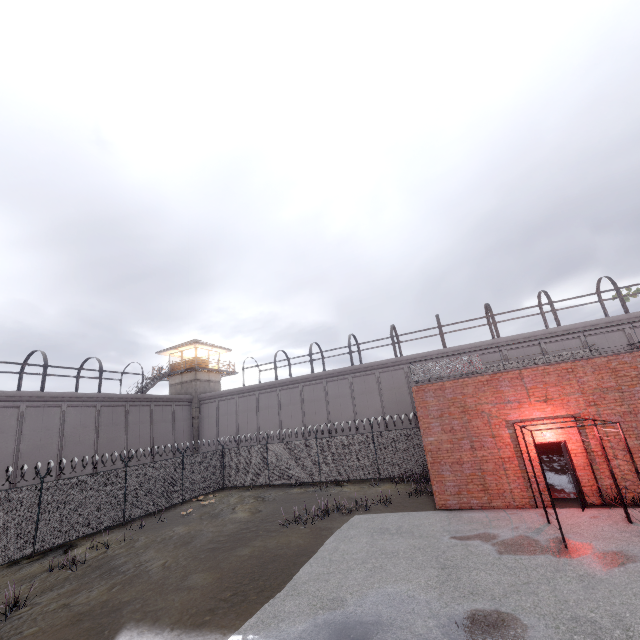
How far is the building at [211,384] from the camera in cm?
3406

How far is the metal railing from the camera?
13.7 meters

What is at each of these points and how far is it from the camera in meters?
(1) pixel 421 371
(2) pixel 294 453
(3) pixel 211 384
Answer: (1) metal railing, 14.5
(2) fence, 22.4
(3) building, 37.3

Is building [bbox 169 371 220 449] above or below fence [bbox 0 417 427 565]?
above

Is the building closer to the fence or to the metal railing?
the fence

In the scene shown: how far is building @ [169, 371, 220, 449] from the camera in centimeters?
3406cm

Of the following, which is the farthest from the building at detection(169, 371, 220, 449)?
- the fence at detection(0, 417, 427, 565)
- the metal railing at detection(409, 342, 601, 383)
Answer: the metal railing at detection(409, 342, 601, 383)

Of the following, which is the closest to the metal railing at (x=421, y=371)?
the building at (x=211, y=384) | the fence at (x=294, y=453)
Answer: the fence at (x=294, y=453)
